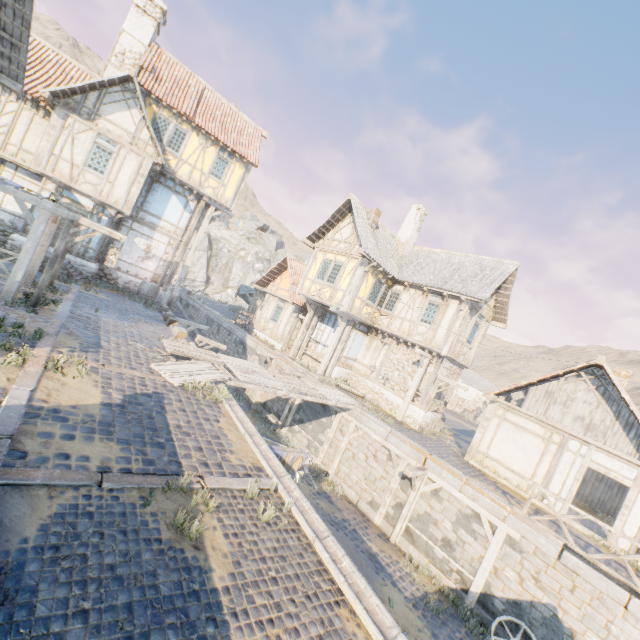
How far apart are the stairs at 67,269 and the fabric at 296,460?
12.6 meters

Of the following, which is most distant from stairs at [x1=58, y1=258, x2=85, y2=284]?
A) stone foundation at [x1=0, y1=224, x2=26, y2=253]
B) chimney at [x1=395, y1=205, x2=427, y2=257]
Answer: chimney at [x1=395, y1=205, x2=427, y2=257]

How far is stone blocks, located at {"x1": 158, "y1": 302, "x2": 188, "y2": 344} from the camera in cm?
1274

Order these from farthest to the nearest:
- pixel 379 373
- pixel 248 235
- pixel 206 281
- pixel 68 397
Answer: Answer:
pixel 248 235
pixel 206 281
pixel 379 373
pixel 68 397

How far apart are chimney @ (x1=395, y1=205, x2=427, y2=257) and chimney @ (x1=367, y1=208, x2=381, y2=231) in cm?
296

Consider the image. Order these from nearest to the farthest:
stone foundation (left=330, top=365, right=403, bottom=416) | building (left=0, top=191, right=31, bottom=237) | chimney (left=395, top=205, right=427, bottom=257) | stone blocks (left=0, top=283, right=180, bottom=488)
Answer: stone blocks (left=0, top=283, right=180, bottom=488) < building (left=0, top=191, right=31, bottom=237) < stone foundation (left=330, top=365, right=403, bottom=416) < chimney (left=395, top=205, right=427, bottom=257)

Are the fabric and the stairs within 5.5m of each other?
no

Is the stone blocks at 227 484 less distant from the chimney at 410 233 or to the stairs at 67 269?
→ the stairs at 67 269
